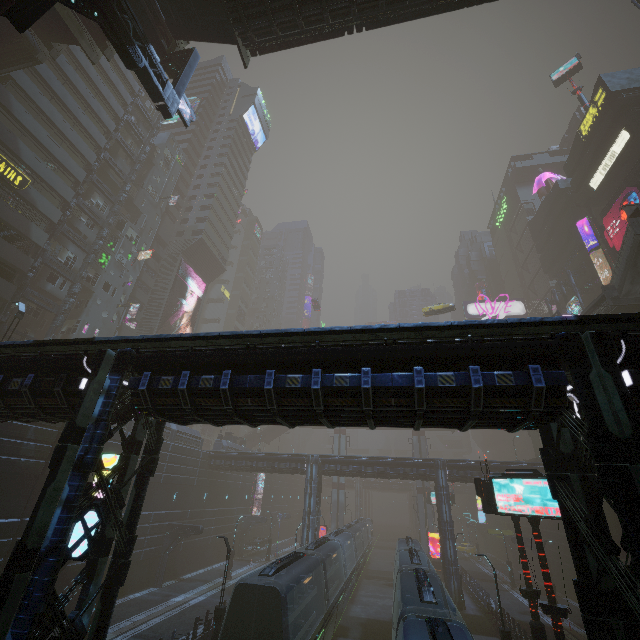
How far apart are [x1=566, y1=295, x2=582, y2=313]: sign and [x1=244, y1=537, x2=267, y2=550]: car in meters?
55.3

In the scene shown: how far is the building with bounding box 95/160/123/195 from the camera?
41.2 meters

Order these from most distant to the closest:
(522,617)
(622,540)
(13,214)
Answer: (13,214) → (522,617) → (622,540)

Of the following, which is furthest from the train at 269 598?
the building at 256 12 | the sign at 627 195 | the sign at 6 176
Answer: the sign at 627 195

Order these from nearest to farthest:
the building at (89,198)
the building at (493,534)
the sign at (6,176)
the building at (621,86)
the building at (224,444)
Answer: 1. the sign at (6,176)
2. the building at (621,86)
3. the building at (89,198)
4. the building at (224,444)
5. the building at (493,534)

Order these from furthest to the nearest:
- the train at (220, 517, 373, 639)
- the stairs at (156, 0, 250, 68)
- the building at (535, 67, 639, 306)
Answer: the building at (535, 67, 639, 306) → the stairs at (156, 0, 250, 68) → the train at (220, 517, 373, 639)

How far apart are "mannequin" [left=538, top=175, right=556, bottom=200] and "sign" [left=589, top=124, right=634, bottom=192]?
15.64m
